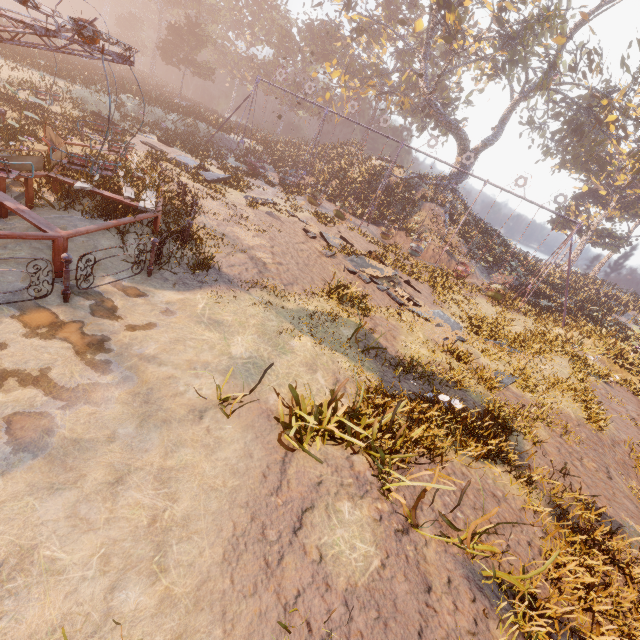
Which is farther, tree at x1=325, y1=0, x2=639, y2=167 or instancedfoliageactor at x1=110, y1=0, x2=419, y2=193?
Answer: instancedfoliageactor at x1=110, y1=0, x2=419, y2=193

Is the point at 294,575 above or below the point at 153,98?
below

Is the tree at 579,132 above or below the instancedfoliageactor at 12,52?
above

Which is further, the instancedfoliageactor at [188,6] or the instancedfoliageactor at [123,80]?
the instancedfoliageactor at [188,6]

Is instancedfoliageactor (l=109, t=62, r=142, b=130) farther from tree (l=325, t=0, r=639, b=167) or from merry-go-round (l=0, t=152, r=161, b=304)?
tree (l=325, t=0, r=639, b=167)

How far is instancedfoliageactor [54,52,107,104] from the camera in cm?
2020
